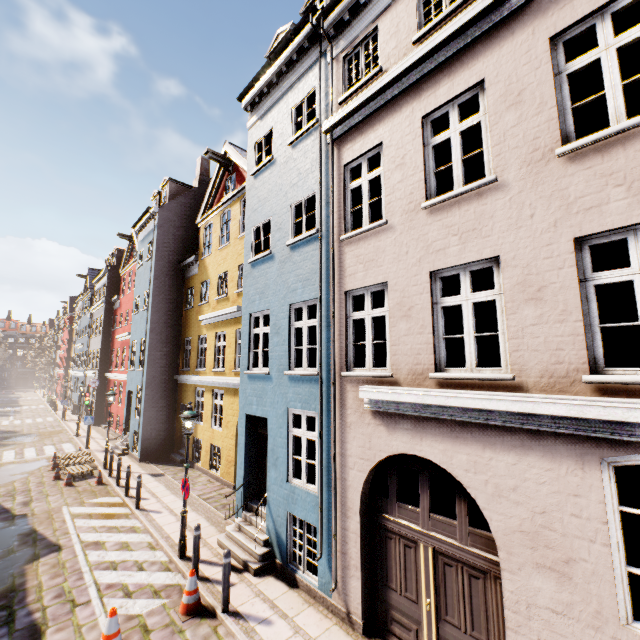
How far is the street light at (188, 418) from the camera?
8.3 meters

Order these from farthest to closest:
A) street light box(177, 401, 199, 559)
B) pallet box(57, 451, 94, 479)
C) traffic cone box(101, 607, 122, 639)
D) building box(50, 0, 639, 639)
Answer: pallet box(57, 451, 94, 479), street light box(177, 401, 199, 559), traffic cone box(101, 607, 122, 639), building box(50, 0, 639, 639)

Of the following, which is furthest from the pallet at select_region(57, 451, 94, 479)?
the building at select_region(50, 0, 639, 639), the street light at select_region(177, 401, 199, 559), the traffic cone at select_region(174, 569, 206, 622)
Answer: the traffic cone at select_region(174, 569, 206, 622)

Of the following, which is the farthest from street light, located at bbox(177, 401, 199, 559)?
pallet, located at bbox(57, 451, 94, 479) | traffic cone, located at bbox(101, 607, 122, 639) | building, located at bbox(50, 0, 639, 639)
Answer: pallet, located at bbox(57, 451, 94, 479)

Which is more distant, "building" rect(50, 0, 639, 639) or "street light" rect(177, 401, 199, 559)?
"street light" rect(177, 401, 199, 559)

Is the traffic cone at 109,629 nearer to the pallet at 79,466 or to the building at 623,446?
the building at 623,446

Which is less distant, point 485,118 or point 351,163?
point 485,118

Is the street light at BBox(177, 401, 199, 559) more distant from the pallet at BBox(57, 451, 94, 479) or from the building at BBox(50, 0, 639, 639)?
the pallet at BBox(57, 451, 94, 479)
